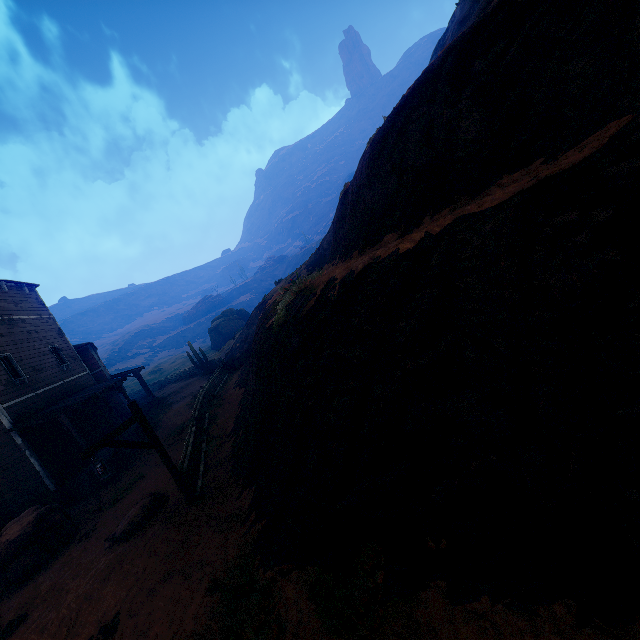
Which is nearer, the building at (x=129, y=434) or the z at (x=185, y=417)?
the z at (x=185, y=417)

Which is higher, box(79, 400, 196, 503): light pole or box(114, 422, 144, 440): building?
box(79, 400, 196, 503): light pole

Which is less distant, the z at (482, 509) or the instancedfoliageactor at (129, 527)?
the z at (482, 509)

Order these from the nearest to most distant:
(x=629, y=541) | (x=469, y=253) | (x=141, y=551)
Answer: (x=629, y=541) < (x=469, y=253) < (x=141, y=551)

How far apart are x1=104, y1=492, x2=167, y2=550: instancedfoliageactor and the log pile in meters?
6.3

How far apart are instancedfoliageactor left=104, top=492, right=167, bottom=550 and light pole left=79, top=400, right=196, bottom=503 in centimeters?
153cm

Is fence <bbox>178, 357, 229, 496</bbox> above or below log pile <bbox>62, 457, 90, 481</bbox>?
below

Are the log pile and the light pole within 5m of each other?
no
